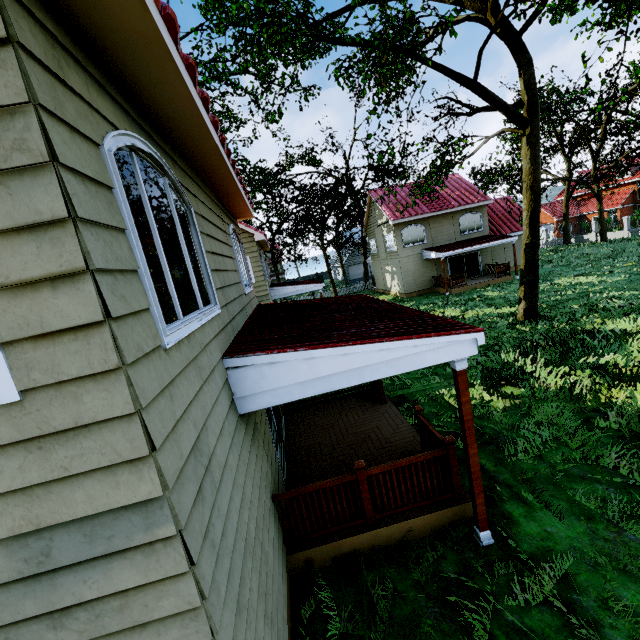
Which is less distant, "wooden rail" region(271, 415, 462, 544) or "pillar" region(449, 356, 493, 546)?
"pillar" region(449, 356, 493, 546)

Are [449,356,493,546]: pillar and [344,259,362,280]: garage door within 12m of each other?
no

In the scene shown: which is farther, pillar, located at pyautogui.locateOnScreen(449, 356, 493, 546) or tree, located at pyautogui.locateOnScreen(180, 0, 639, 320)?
tree, located at pyautogui.locateOnScreen(180, 0, 639, 320)

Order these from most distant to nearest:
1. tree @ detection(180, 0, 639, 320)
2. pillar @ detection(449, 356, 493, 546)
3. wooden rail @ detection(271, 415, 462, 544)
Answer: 1. tree @ detection(180, 0, 639, 320)
2. wooden rail @ detection(271, 415, 462, 544)
3. pillar @ detection(449, 356, 493, 546)

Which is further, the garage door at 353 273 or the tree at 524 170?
the garage door at 353 273

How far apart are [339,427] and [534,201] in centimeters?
1227cm

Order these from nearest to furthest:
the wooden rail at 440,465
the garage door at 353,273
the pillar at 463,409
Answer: the pillar at 463,409 < the wooden rail at 440,465 < the garage door at 353,273

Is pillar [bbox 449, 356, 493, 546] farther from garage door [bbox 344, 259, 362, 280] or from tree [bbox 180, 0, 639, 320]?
garage door [bbox 344, 259, 362, 280]
